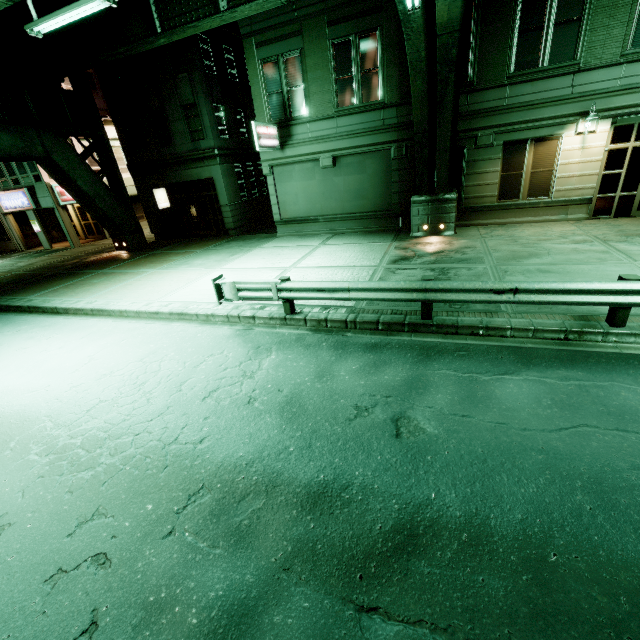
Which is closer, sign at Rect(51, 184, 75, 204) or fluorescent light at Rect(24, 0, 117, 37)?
fluorescent light at Rect(24, 0, 117, 37)

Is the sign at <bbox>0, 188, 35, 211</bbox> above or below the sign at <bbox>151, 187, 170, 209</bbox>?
above

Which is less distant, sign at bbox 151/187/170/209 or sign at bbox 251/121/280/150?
sign at bbox 251/121/280/150

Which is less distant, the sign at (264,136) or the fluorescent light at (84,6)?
the fluorescent light at (84,6)

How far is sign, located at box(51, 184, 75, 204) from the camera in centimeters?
2322cm

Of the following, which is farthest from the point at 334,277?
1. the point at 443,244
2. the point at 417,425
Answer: the point at 417,425

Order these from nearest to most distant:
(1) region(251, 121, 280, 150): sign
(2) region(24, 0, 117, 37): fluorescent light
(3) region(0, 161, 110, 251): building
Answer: (2) region(24, 0, 117, 37): fluorescent light
(1) region(251, 121, 280, 150): sign
(3) region(0, 161, 110, 251): building

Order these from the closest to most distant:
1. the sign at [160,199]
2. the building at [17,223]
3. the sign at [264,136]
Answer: the sign at [264,136]
the sign at [160,199]
the building at [17,223]
